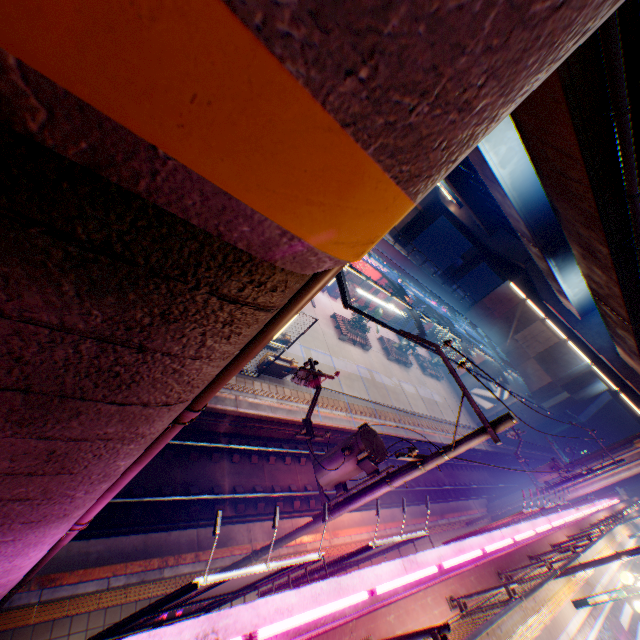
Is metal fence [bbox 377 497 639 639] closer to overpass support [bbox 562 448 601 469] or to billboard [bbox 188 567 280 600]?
overpass support [bbox 562 448 601 469]

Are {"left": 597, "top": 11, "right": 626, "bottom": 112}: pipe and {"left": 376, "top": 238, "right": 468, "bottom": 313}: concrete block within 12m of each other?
no

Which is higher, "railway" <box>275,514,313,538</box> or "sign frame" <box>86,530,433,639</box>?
"sign frame" <box>86,530,433,639</box>

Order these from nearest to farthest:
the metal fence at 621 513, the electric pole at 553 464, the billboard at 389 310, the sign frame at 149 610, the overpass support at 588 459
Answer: the metal fence at 621 513, the sign frame at 149 610, the electric pole at 553 464, the overpass support at 588 459, the billboard at 389 310

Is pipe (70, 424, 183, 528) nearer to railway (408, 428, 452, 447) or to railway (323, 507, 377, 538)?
railway (323, 507, 377, 538)

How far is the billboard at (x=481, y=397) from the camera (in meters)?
35.22

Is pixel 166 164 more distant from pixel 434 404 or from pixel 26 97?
pixel 434 404

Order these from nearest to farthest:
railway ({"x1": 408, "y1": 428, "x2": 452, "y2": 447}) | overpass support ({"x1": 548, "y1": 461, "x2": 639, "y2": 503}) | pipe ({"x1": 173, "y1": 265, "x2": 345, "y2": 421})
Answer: pipe ({"x1": 173, "y1": 265, "x2": 345, "y2": 421}) → overpass support ({"x1": 548, "y1": 461, "x2": 639, "y2": 503}) → railway ({"x1": 408, "y1": 428, "x2": 452, "y2": 447})
